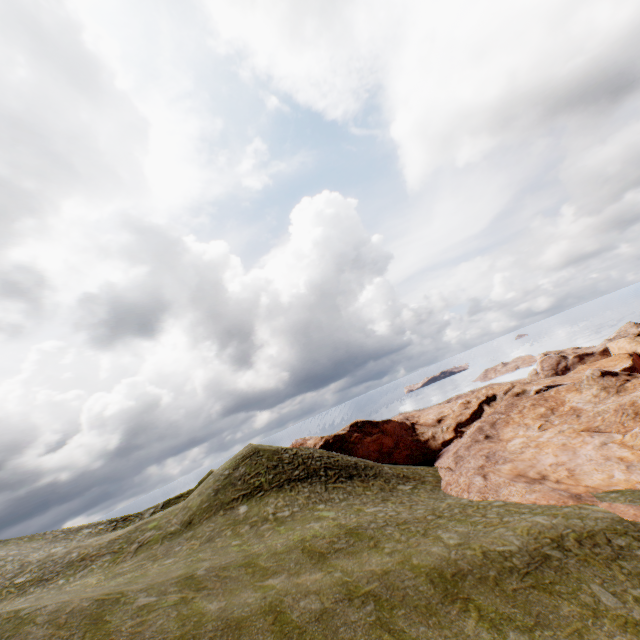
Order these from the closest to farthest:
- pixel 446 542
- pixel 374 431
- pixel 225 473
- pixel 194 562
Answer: pixel 446 542, pixel 194 562, pixel 225 473, pixel 374 431
